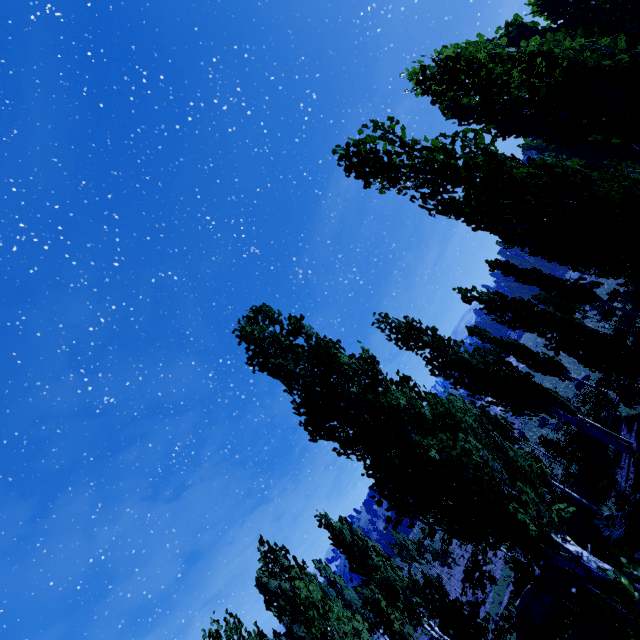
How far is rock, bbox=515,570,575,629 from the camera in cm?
1396

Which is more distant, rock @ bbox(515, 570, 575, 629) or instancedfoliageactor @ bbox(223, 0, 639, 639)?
rock @ bbox(515, 570, 575, 629)

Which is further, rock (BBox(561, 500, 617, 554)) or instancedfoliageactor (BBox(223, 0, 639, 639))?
rock (BBox(561, 500, 617, 554))

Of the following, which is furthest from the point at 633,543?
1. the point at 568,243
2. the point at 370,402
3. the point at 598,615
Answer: the point at 568,243

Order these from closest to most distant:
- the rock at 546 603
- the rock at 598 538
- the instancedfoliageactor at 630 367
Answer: the instancedfoliageactor at 630 367
the rock at 598 538
the rock at 546 603

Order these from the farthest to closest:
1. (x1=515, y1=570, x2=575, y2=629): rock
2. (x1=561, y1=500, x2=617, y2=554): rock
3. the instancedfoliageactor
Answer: (x1=515, y1=570, x2=575, y2=629): rock < (x1=561, y1=500, x2=617, y2=554): rock < the instancedfoliageactor

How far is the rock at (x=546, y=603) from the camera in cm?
1396

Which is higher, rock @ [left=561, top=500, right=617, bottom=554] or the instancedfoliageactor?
the instancedfoliageactor
